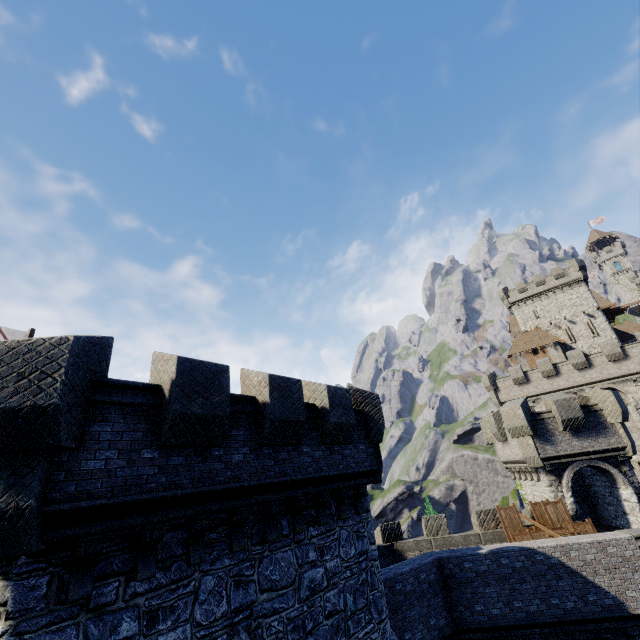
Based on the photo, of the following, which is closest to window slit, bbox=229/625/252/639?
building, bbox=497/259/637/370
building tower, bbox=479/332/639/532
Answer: building tower, bbox=479/332/639/532

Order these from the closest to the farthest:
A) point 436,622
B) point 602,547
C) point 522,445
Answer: point 436,622 → point 602,547 → point 522,445

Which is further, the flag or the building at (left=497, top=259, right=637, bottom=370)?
the building at (left=497, top=259, right=637, bottom=370)

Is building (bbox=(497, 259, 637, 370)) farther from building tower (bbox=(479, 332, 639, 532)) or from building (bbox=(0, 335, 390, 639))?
building (bbox=(0, 335, 390, 639))

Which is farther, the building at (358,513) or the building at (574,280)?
the building at (574,280)

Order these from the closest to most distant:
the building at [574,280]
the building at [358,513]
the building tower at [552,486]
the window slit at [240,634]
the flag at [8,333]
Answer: the building at [358,513] → the window slit at [240,634] → the flag at [8,333] → the building tower at [552,486] → the building at [574,280]

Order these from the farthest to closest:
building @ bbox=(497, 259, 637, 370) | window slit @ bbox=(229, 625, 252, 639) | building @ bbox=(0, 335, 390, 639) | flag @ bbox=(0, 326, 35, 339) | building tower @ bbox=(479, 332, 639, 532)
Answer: building @ bbox=(497, 259, 637, 370) → building tower @ bbox=(479, 332, 639, 532) → flag @ bbox=(0, 326, 35, 339) → window slit @ bbox=(229, 625, 252, 639) → building @ bbox=(0, 335, 390, 639)

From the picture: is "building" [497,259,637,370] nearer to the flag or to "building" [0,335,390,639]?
"building" [0,335,390,639]
